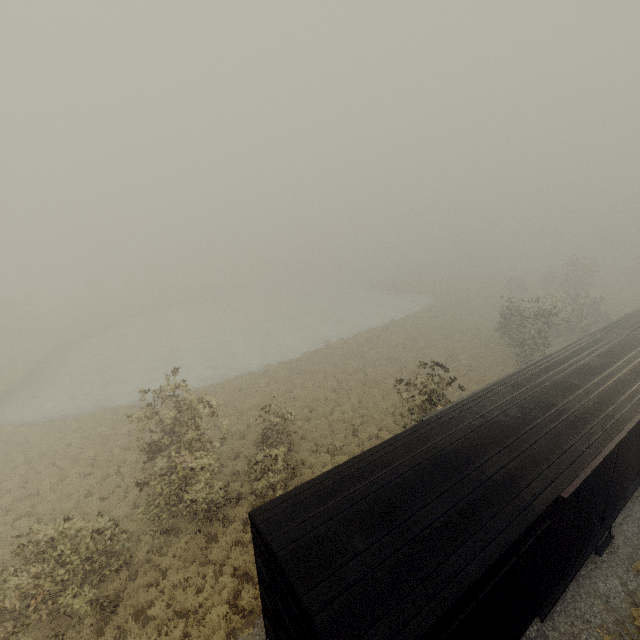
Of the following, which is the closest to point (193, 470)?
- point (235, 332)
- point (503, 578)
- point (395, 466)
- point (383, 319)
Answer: point (395, 466)
